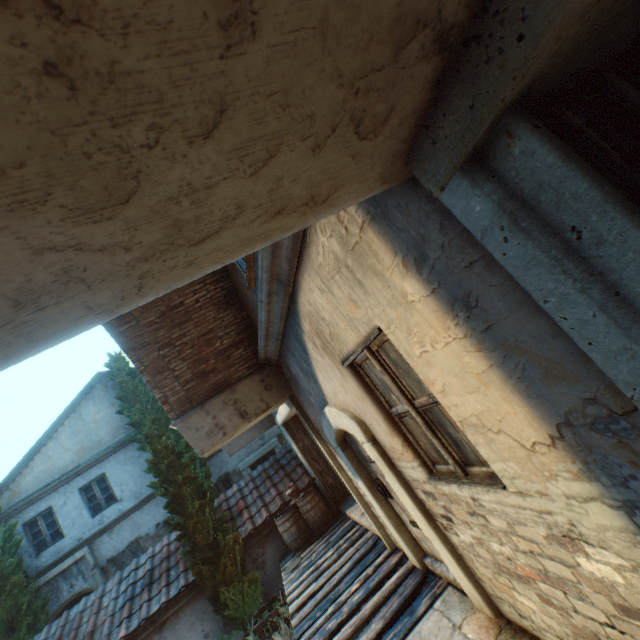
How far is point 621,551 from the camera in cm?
151

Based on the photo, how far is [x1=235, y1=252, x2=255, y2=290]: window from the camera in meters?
3.8 m

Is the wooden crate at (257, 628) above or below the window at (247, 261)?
below

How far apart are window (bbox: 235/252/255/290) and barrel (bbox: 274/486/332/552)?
6.9m

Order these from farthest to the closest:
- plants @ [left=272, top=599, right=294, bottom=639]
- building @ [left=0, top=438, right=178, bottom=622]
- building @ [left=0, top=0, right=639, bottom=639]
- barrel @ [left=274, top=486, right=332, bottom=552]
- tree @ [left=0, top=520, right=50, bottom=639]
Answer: building @ [left=0, top=438, right=178, bottom=622]
tree @ [left=0, top=520, right=50, bottom=639]
barrel @ [left=274, top=486, right=332, bottom=552]
plants @ [left=272, top=599, right=294, bottom=639]
building @ [left=0, top=0, right=639, bottom=639]

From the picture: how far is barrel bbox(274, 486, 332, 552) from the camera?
8.5 meters

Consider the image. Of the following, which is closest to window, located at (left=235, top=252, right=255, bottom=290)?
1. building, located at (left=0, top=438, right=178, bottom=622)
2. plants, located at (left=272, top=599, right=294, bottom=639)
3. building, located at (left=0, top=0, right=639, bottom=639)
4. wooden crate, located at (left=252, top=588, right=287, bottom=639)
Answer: building, located at (left=0, top=0, right=639, bottom=639)

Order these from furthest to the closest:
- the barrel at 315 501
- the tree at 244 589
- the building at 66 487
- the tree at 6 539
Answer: the building at 66 487, the tree at 6 539, the barrel at 315 501, the tree at 244 589
